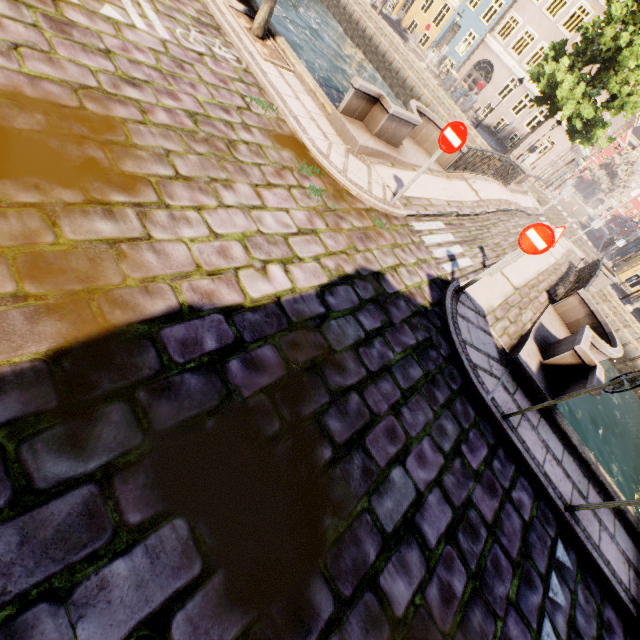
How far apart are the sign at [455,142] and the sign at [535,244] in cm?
191

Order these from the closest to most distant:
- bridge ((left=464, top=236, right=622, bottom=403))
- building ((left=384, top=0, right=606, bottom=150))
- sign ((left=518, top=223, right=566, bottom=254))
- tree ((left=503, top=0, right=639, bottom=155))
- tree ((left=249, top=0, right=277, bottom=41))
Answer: sign ((left=518, top=223, right=566, bottom=254)) → bridge ((left=464, top=236, right=622, bottom=403)) → tree ((left=249, top=0, right=277, bottom=41)) → tree ((left=503, top=0, right=639, bottom=155)) → building ((left=384, top=0, right=606, bottom=150))

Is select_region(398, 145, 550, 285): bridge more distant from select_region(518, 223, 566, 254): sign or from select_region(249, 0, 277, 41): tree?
select_region(249, 0, 277, 41): tree

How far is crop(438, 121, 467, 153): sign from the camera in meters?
5.9

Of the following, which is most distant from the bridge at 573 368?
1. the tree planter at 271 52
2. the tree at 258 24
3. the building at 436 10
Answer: the building at 436 10

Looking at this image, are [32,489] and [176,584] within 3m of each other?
yes

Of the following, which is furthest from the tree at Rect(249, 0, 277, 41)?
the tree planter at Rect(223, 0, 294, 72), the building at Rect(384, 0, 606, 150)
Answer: the building at Rect(384, 0, 606, 150)

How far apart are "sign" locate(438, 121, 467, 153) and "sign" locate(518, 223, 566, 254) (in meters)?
1.91
